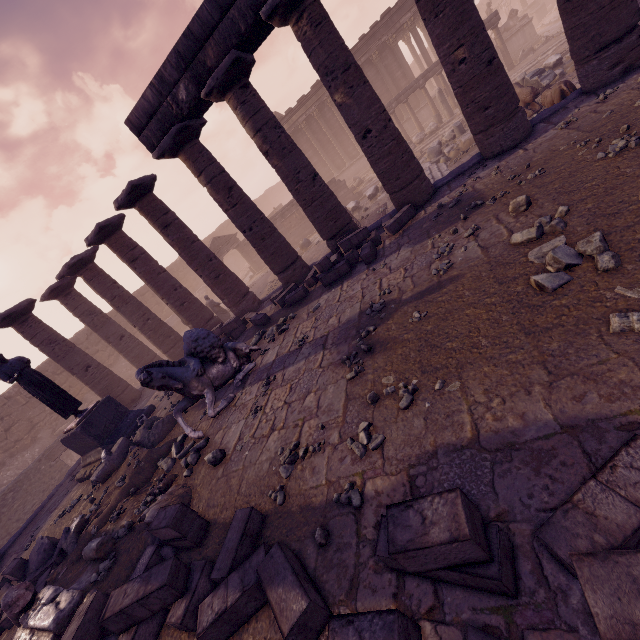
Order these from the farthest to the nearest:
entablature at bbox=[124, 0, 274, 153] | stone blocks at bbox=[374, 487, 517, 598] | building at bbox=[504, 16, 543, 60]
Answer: building at bbox=[504, 16, 543, 60] < entablature at bbox=[124, 0, 274, 153] < stone blocks at bbox=[374, 487, 517, 598]

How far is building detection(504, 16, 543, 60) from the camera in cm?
2111

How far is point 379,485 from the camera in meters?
3.1 m

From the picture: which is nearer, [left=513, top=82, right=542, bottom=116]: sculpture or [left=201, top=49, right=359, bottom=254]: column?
[left=201, top=49, right=359, bottom=254]: column

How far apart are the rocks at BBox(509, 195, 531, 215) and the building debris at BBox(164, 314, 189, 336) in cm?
2388

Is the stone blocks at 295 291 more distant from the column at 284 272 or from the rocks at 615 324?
the rocks at 615 324

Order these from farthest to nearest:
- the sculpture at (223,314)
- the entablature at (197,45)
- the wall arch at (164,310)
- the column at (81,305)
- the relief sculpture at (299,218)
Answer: the wall arch at (164,310) < the relief sculpture at (299,218) < the sculpture at (223,314) < the column at (81,305) < the entablature at (197,45)

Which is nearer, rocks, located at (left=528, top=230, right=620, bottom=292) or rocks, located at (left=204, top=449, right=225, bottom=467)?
rocks, located at (left=528, top=230, right=620, bottom=292)
